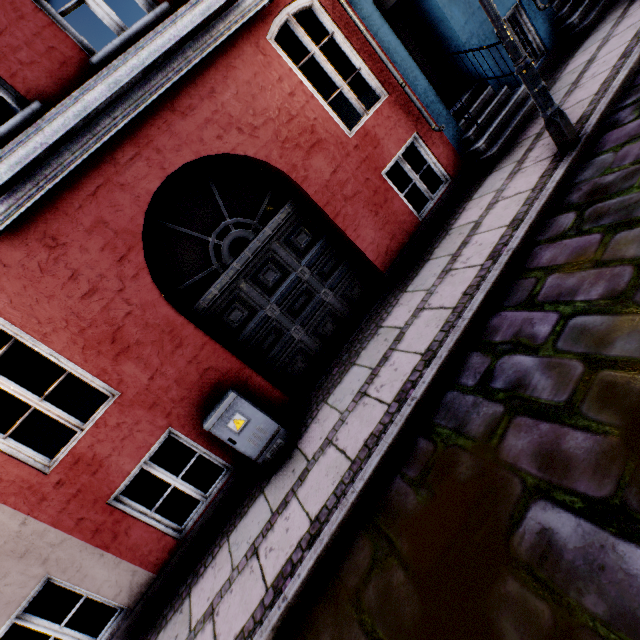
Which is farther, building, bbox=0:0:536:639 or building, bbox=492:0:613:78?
building, bbox=492:0:613:78

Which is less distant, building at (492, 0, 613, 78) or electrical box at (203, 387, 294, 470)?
electrical box at (203, 387, 294, 470)

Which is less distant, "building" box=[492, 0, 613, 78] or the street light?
the street light

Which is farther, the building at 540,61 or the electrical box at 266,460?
the building at 540,61

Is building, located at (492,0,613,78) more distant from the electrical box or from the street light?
the street light

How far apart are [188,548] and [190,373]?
2.3m

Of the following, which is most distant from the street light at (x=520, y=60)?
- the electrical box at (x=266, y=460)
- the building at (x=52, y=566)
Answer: the electrical box at (x=266, y=460)
